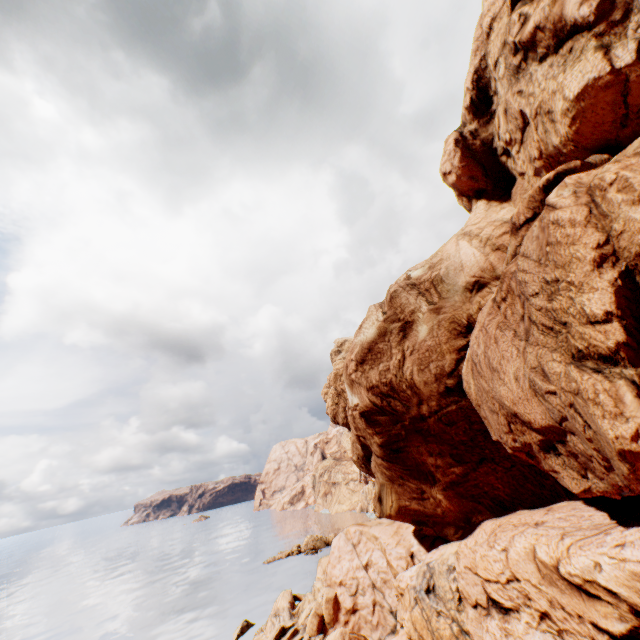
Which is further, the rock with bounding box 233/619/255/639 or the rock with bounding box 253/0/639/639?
the rock with bounding box 233/619/255/639

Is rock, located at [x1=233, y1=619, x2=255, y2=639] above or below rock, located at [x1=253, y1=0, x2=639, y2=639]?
below

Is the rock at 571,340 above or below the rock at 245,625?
above

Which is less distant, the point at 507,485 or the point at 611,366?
the point at 611,366

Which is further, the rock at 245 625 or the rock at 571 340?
the rock at 245 625
